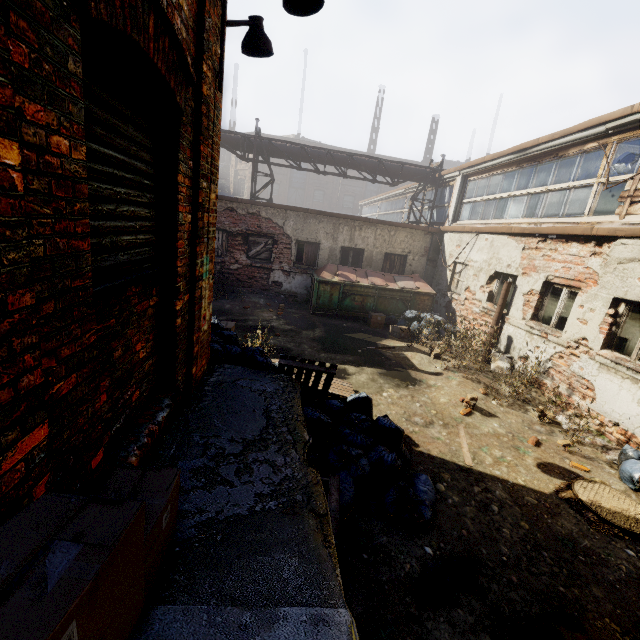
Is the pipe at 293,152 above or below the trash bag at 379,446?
above

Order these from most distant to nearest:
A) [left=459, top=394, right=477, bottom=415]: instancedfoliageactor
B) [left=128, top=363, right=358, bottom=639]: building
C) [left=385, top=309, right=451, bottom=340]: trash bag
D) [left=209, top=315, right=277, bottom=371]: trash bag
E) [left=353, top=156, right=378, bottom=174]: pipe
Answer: [left=353, top=156, right=378, bottom=174]: pipe, [left=385, top=309, right=451, bottom=340]: trash bag, [left=459, top=394, right=477, bottom=415]: instancedfoliageactor, [left=209, top=315, right=277, bottom=371]: trash bag, [left=128, top=363, right=358, bottom=639]: building

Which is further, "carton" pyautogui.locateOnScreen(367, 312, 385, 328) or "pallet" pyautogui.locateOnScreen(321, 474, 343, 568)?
"carton" pyautogui.locateOnScreen(367, 312, 385, 328)

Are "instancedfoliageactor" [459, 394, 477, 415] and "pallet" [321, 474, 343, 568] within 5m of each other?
yes

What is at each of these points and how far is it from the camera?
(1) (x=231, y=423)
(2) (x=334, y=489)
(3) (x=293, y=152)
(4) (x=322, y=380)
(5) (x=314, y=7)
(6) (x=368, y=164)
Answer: (1) building, 3.3m
(2) pallet, 3.3m
(3) pipe, 14.0m
(4) pallet, 6.3m
(5) light, 3.4m
(6) pipe, 14.5m

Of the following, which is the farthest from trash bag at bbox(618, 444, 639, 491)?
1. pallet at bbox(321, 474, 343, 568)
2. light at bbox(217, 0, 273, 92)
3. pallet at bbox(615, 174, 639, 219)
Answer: light at bbox(217, 0, 273, 92)

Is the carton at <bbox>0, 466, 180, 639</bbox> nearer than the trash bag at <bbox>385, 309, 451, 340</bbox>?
Yes

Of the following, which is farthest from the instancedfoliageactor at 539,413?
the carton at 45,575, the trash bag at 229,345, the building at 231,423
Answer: the carton at 45,575
